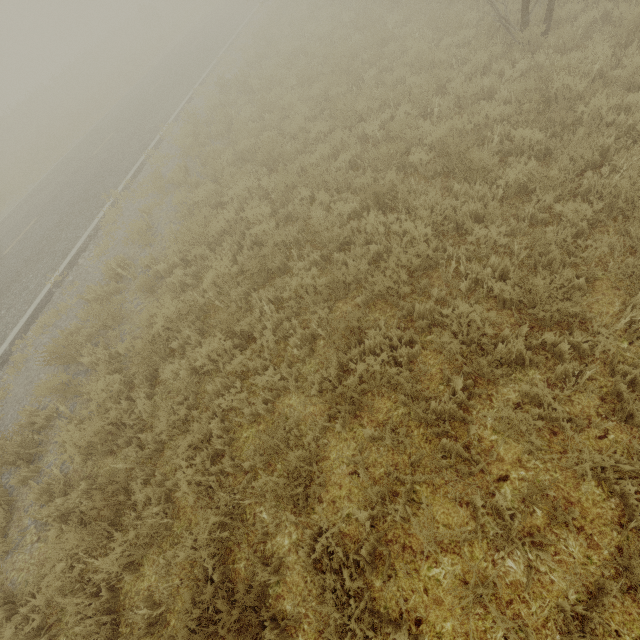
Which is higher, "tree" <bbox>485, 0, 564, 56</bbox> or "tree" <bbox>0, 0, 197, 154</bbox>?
"tree" <bbox>0, 0, 197, 154</bbox>

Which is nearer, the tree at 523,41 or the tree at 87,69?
the tree at 523,41

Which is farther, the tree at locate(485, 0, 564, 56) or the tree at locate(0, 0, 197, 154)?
the tree at locate(0, 0, 197, 154)

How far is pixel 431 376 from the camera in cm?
397

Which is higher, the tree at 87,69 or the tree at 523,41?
the tree at 87,69
